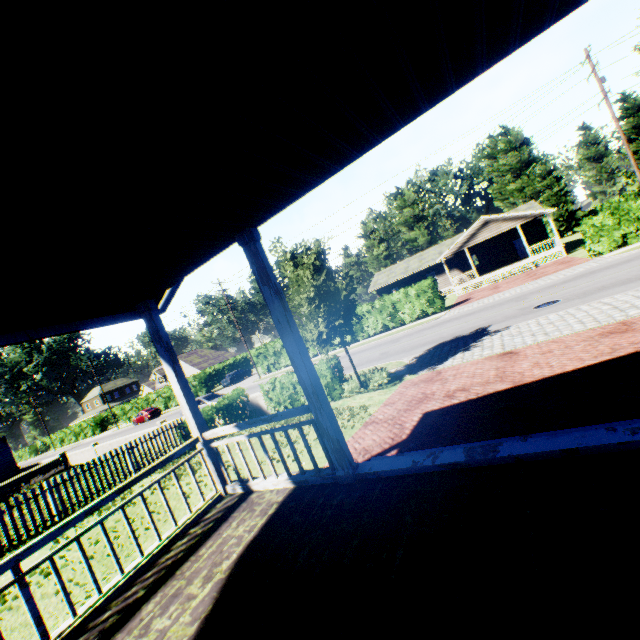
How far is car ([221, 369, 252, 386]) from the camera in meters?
42.9

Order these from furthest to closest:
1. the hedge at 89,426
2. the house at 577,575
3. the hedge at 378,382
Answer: the hedge at 89,426
the hedge at 378,382
the house at 577,575

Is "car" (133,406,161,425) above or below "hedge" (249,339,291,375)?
below

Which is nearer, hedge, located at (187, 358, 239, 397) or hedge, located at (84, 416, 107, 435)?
hedge, located at (187, 358, 239, 397)

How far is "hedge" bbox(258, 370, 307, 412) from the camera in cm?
1442

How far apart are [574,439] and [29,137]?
4.6m

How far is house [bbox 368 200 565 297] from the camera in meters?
31.3 m

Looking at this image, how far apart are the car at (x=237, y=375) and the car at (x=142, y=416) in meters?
9.0
